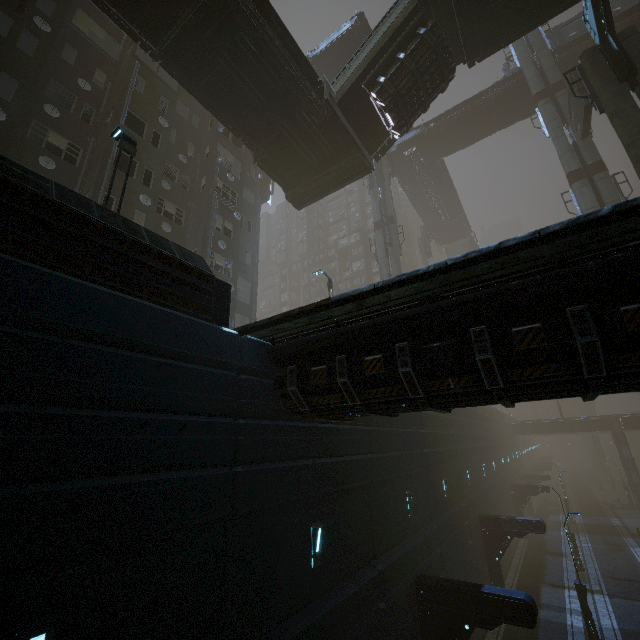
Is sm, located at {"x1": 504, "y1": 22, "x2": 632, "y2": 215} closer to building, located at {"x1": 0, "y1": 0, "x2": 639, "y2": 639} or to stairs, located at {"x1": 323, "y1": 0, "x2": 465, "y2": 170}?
building, located at {"x1": 0, "y1": 0, "x2": 639, "y2": 639}

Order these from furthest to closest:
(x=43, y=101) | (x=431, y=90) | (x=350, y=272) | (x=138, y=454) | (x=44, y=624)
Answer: (x=350, y=272) < (x=431, y=90) < (x=43, y=101) < (x=138, y=454) < (x=44, y=624)

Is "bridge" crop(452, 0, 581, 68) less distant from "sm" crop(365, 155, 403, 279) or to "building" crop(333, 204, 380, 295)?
"building" crop(333, 204, 380, 295)

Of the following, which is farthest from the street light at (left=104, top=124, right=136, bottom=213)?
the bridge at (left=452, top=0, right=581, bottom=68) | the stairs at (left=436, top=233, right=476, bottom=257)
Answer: the stairs at (left=436, top=233, right=476, bottom=257)

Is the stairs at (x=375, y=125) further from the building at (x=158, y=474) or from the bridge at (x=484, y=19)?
the building at (x=158, y=474)

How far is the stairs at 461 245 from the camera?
55.0 meters

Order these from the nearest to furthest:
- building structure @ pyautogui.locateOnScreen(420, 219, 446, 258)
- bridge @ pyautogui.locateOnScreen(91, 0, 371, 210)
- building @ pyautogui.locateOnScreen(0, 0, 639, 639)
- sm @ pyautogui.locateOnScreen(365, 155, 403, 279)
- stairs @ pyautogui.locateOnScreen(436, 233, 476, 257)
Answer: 1. building @ pyautogui.locateOnScreen(0, 0, 639, 639)
2. bridge @ pyautogui.locateOnScreen(91, 0, 371, 210)
3. sm @ pyautogui.locateOnScreen(365, 155, 403, 279)
4. building structure @ pyautogui.locateOnScreen(420, 219, 446, 258)
5. stairs @ pyautogui.locateOnScreen(436, 233, 476, 257)

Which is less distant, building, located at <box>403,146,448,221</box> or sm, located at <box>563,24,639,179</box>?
sm, located at <box>563,24,639,179</box>
